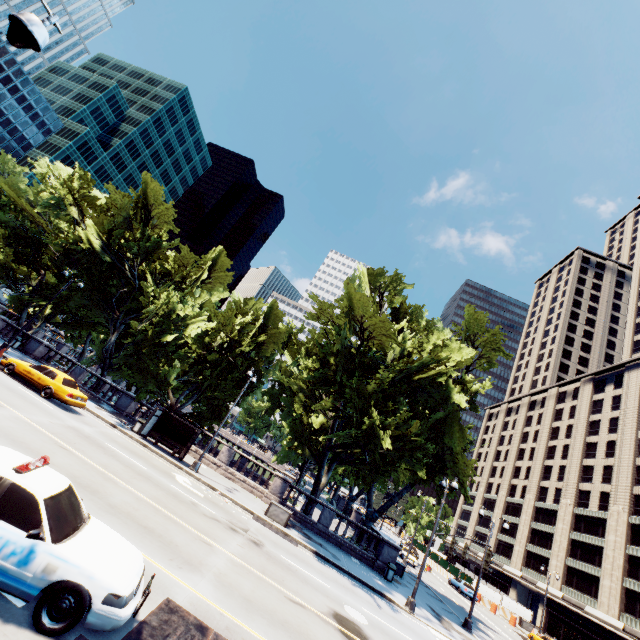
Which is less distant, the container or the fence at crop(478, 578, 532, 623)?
the container

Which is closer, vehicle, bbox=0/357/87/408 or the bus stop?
vehicle, bbox=0/357/87/408

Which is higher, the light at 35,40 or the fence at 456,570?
the light at 35,40

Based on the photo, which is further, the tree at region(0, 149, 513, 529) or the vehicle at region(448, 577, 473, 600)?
the vehicle at region(448, 577, 473, 600)

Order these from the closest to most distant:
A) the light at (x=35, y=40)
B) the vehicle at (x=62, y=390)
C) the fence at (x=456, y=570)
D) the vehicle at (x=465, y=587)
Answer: the light at (x=35, y=40) → the vehicle at (x=62, y=390) → the vehicle at (x=465, y=587) → the fence at (x=456, y=570)

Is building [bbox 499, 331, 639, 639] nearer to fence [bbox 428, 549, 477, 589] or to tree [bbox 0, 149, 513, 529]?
fence [bbox 428, 549, 477, 589]

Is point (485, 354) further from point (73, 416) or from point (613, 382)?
point (613, 382)

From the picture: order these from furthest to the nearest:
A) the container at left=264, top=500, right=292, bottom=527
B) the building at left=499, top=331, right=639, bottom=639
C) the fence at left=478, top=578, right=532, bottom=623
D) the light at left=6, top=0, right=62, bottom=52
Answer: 1. the fence at left=478, top=578, right=532, bottom=623
2. the building at left=499, top=331, right=639, bottom=639
3. the container at left=264, top=500, right=292, bottom=527
4. the light at left=6, top=0, right=62, bottom=52
